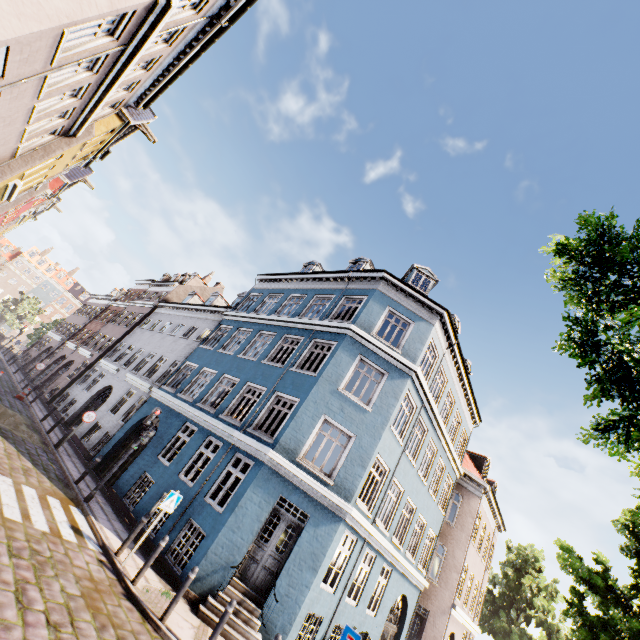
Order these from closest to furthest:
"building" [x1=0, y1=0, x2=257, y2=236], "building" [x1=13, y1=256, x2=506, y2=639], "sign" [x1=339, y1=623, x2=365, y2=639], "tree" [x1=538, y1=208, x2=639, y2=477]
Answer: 1. "tree" [x1=538, y1=208, x2=639, y2=477]
2. "building" [x1=0, y1=0, x2=257, y2=236]
3. "sign" [x1=339, y1=623, x2=365, y2=639]
4. "building" [x1=13, y1=256, x2=506, y2=639]

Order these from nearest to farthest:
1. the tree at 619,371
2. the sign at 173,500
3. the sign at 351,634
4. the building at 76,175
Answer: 1. the tree at 619,371
2. the building at 76,175
3. the sign at 351,634
4. the sign at 173,500

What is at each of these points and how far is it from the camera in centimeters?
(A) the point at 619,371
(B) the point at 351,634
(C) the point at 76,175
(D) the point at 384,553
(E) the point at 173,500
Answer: (A) tree, 350cm
(B) sign, 791cm
(C) building, 2627cm
(D) building, 1283cm
(E) sign, 912cm

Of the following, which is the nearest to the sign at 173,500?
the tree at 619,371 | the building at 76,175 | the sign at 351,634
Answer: the building at 76,175

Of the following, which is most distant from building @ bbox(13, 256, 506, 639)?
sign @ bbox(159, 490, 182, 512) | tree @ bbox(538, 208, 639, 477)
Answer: tree @ bbox(538, 208, 639, 477)

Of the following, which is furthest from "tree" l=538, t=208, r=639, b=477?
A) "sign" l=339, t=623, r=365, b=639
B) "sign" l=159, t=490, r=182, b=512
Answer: "sign" l=159, t=490, r=182, b=512

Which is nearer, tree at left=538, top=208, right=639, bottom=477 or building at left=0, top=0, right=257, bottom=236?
tree at left=538, top=208, right=639, bottom=477

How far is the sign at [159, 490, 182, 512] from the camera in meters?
8.9
